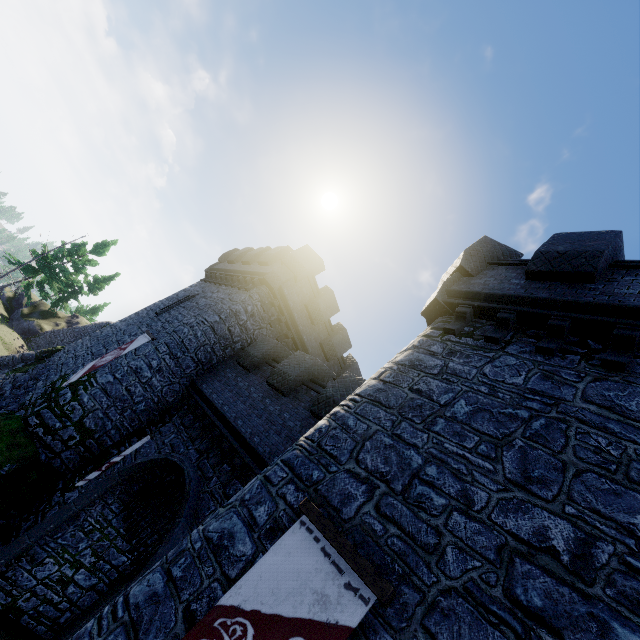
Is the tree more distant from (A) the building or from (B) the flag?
(B) the flag

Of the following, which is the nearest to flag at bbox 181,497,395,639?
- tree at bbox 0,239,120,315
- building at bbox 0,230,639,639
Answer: building at bbox 0,230,639,639

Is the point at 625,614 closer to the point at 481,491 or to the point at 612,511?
the point at 612,511

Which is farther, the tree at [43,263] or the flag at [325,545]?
the tree at [43,263]

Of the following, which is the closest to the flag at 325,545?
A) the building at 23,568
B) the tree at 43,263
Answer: the building at 23,568
